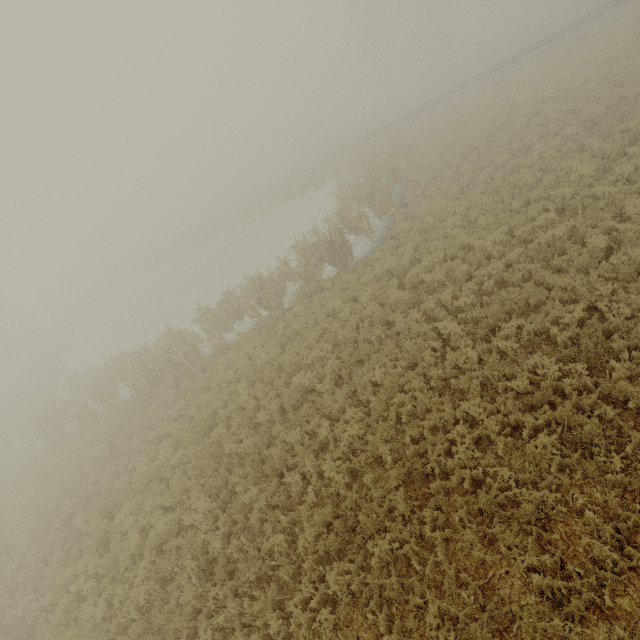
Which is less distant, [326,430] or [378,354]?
[326,430]
